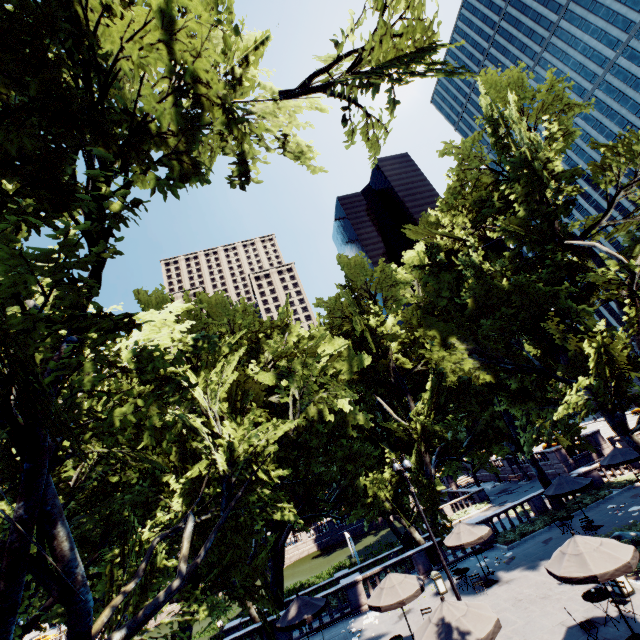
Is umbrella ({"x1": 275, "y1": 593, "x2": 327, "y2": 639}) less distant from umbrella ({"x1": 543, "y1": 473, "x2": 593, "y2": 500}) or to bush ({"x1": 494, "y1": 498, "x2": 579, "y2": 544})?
bush ({"x1": 494, "y1": 498, "x2": 579, "y2": 544})

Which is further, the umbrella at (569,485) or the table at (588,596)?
the umbrella at (569,485)

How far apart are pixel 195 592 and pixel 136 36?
16.6 meters

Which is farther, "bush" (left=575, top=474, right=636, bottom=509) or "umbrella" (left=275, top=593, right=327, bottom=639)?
"bush" (left=575, top=474, right=636, bottom=509)

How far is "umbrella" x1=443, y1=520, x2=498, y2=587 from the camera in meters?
17.4

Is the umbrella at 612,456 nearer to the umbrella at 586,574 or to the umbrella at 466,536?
the umbrella at 466,536

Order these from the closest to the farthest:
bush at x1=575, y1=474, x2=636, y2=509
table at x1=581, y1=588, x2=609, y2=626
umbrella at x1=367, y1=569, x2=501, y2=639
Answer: umbrella at x1=367, y1=569, x2=501, y2=639
table at x1=581, y1=588, x2=609, y2=626
bush at x1=575, y1=474, x2=636, y2=509

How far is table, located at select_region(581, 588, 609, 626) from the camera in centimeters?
1118cm
